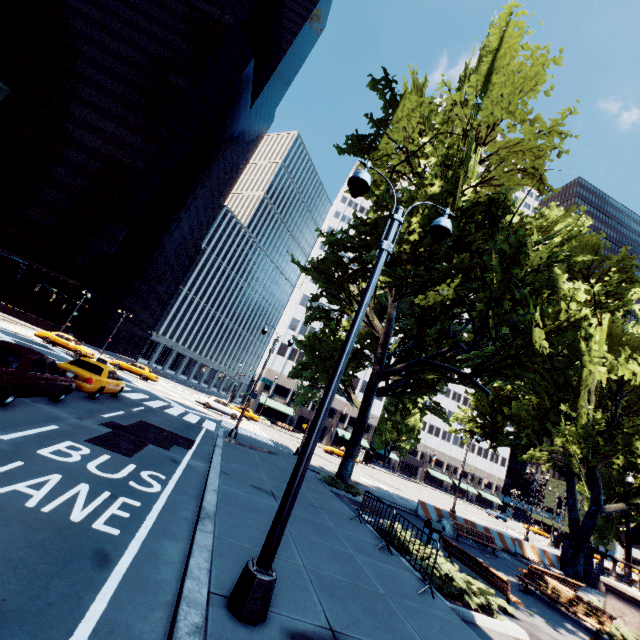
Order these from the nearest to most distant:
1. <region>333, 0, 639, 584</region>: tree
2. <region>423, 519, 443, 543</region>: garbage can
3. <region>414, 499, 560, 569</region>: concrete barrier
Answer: <region>333, 0, 639, 584</region>: tree → <region>423, 519, 443, 543</region>: garbage can → <region>414, 499, 560, 569</region>: concrete barrier

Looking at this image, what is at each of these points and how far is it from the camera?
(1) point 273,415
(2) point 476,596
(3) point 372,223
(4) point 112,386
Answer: (1) building, 59.8m
(2) bush, 8.4m
(3) tree, 16.5m
(4) vehicle, 15.6m

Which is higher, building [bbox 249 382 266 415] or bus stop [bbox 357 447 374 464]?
building [bbox 249 382 266 415]

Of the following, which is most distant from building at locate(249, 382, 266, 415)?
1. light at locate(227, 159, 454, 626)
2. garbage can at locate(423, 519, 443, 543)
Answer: light at locate(227, 159, 454, 626)

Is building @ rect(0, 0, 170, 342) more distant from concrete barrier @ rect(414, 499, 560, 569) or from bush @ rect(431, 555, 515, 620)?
bush @ rect(431, 555, 515, 620)

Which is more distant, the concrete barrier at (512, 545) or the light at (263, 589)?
the concrete barrier at (512, 545)

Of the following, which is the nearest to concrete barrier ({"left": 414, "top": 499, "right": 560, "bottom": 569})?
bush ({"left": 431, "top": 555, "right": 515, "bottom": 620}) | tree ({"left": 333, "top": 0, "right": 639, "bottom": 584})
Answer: tree ({"left": 333, "top": 0, "right": 639, "bottom": 584})

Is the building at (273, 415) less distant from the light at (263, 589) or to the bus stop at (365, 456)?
the bus stop at (365, 456)
